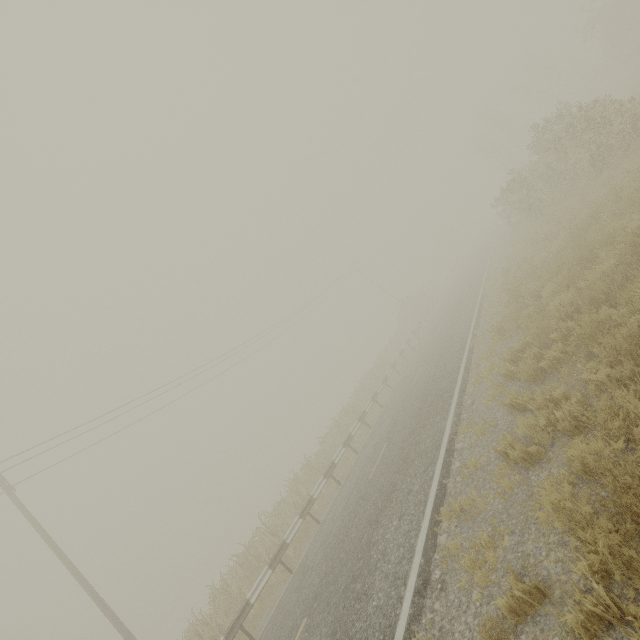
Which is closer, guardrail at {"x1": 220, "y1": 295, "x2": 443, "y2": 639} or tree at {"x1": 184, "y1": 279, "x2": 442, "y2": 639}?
guardrail at {"x1": 220, "y1": 295, "x2": 443, "y2": 639}

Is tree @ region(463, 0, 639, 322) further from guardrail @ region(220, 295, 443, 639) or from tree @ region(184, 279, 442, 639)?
guardrail @ region(220, 295, 443, 639)

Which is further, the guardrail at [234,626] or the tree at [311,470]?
the tree at [311,470]

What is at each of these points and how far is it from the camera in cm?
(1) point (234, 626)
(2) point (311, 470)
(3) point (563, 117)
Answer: (1) guardrail, 932
(2) tree, 1741
(3) tree, 1434

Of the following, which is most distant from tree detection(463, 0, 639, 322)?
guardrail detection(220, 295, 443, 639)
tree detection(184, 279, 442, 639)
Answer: guardrail detection(220, 295, 443, 639)

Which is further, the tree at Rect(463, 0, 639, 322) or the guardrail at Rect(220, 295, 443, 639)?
the tree at Rect(463, 0, 639, 322)

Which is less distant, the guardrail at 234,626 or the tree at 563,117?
the guardrail at 234,626
